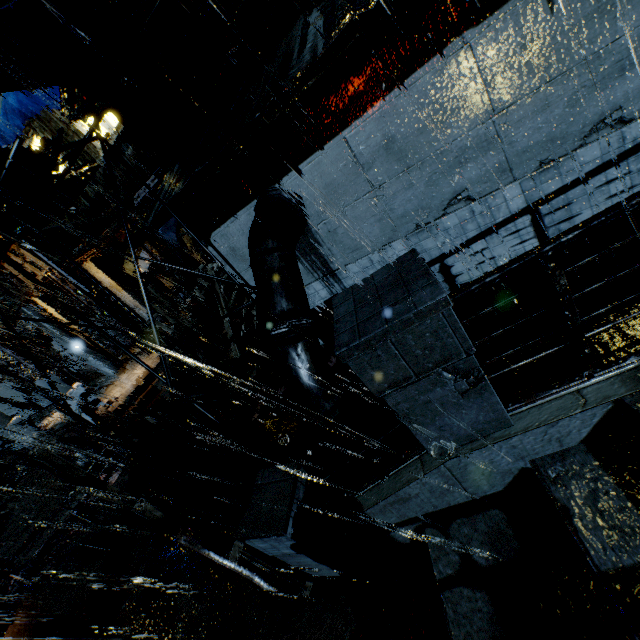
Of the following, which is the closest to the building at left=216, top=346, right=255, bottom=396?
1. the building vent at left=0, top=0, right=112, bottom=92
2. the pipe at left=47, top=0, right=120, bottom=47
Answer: the building vent at left=0, top=0, right=112, bottom=92

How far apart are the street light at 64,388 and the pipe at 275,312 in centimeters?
1305cm

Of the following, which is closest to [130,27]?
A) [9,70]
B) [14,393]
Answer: [9,70]

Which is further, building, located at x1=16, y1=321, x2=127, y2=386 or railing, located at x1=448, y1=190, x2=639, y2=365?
building, located at x1=16, y1=321, x2=127, y2=386

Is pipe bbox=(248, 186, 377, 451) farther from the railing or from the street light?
the street light

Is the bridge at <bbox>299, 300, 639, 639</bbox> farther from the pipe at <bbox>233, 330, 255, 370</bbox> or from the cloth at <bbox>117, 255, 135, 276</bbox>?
the cloth at <bbox>117, 255, 135, 276</bbox>

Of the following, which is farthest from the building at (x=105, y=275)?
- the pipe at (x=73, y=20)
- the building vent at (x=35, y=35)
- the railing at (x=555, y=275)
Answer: the railing at (x=555, y=275)

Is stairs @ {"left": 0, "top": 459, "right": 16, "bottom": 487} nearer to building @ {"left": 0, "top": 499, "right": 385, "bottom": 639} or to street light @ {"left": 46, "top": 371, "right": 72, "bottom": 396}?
building @ {"left": 0, "top": 499, "right": 385, "bottom": 639}
